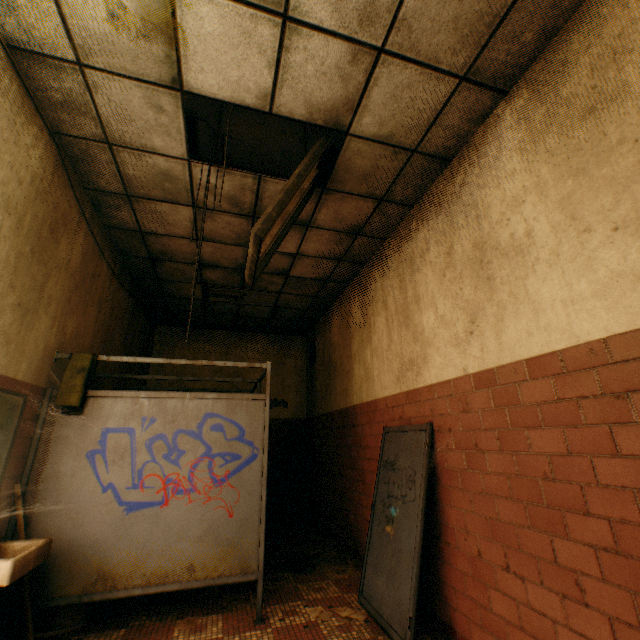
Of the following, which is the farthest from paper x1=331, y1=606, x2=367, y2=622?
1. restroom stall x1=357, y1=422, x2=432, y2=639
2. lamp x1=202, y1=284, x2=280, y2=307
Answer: lamp x1=202, y1=284, x2=280, y2=307

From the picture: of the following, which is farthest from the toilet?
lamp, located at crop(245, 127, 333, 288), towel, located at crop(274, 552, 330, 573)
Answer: lamp, located at crop(245, 127, 333, 288)

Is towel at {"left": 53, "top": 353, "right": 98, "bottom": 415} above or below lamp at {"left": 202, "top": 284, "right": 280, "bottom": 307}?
below

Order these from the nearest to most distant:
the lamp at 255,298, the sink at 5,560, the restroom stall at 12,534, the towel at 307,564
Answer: the sink at 5,560
the restroom stall at 12,534
the towel at 307,564
the lamp at 255,298

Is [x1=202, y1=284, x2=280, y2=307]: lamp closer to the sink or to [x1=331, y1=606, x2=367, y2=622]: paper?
the sink

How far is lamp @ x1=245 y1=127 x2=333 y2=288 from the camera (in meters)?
2.20

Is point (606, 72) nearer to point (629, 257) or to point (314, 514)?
point (629, 257)

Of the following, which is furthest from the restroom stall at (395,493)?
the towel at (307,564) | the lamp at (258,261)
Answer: the lamp at (258,261)
